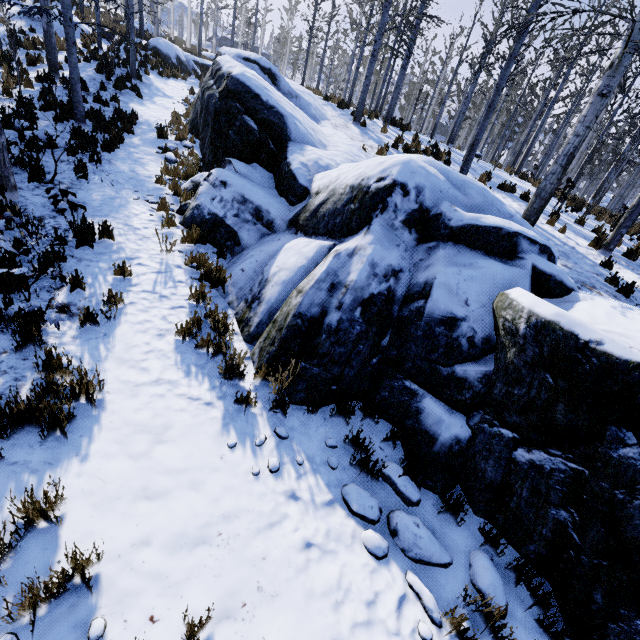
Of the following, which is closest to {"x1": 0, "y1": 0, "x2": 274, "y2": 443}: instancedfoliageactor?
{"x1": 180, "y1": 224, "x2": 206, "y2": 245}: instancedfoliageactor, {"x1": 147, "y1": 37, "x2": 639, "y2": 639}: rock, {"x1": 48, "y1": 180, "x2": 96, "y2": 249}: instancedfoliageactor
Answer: {"x1": 147, "y1": 37, "x2": 639, "y2": 639}: rock

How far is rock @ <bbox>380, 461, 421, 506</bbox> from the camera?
3.5m

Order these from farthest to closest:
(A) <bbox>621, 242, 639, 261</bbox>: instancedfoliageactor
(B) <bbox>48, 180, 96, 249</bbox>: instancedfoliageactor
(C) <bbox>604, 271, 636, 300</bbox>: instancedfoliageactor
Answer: (A) <bbox>621, 242, 639, 261</bbox>: instancedfoliageactor < (C) <bbox>604, 271, 636, 300</bbox>: instancedfoliageactor < (B) <bbox>48, 180, 96, 249</bbox>: instancedfoliageactor

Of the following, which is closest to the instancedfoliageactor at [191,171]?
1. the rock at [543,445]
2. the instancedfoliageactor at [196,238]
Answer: the rock at [543,445]

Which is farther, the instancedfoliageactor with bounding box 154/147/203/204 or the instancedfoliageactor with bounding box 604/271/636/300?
the instancedfoliageactor with bounding box 154/147/203/204

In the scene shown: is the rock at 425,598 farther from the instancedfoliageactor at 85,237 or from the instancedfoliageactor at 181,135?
the instancedfoliageactor at 85,237

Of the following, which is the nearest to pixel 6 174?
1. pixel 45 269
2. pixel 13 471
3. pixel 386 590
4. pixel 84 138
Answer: pixel 45 269

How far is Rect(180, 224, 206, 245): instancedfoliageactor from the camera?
6.2 meters
